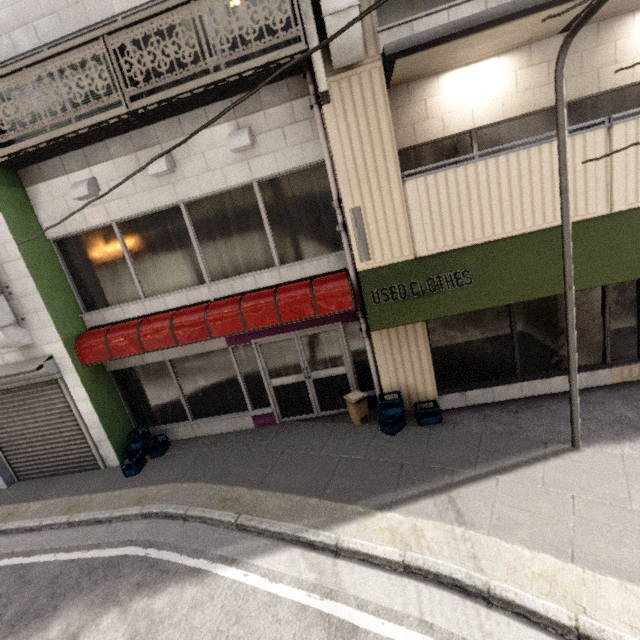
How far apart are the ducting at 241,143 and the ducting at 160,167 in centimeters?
117cm

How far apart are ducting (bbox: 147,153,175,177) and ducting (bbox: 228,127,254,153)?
1.2m

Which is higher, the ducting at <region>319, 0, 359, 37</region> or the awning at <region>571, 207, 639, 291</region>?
the ducting at <region>319, 0, 359, 37</region>

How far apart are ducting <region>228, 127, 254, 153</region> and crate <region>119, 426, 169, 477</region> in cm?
611

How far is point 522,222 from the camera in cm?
514

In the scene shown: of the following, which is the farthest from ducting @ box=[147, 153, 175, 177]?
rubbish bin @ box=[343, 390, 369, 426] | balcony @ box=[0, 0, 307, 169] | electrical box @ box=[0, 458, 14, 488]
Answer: electrical box @ box=[0, 458, 14, 488]

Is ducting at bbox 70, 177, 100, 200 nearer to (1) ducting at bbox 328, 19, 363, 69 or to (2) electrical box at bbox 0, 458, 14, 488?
(1) ducting at bbox 328, 19, 363, 69

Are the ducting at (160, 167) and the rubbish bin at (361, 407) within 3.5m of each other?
no
